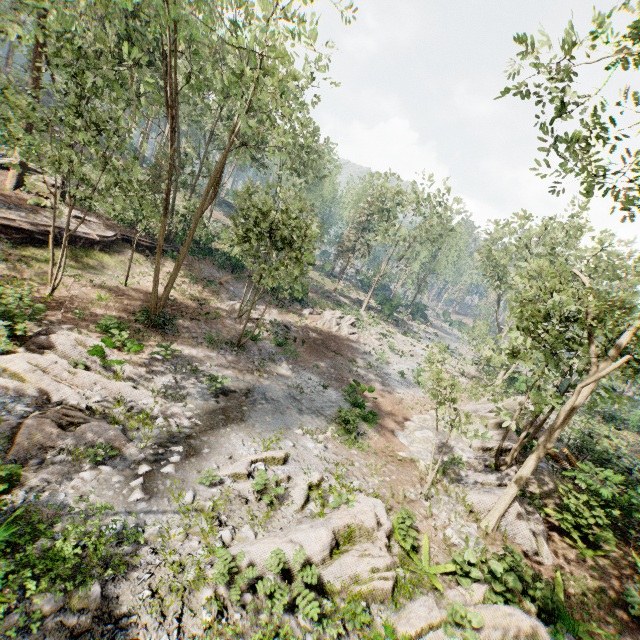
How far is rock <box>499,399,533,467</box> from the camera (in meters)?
15.05

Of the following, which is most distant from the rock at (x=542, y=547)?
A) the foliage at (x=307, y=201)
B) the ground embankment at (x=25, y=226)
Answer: the ground embankment at (x=25, y=226)

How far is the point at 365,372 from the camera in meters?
25.6 m

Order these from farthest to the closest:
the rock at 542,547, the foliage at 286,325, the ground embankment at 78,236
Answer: Result:
the foliage at 286,325
the ground embankment at 78,236
the rock at 542,547

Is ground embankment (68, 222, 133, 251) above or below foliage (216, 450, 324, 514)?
above

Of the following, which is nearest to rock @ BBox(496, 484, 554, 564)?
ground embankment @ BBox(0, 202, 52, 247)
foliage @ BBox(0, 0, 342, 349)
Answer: foliage @ BBox(0, 0, 342, 349)

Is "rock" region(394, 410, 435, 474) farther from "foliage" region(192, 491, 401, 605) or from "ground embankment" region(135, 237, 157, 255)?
"ground embankment" region(135, 237, 157, 255)

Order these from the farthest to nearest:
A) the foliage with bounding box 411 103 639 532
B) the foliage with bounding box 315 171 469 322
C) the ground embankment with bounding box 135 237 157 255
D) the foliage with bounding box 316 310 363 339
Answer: the foliage with bounding box 315 171 469 322
the foliage with bounding box 316 310 363 339
the ground embankment with bounding box 135 237 157 255
the foliage with bounding box 411 103 639 532
